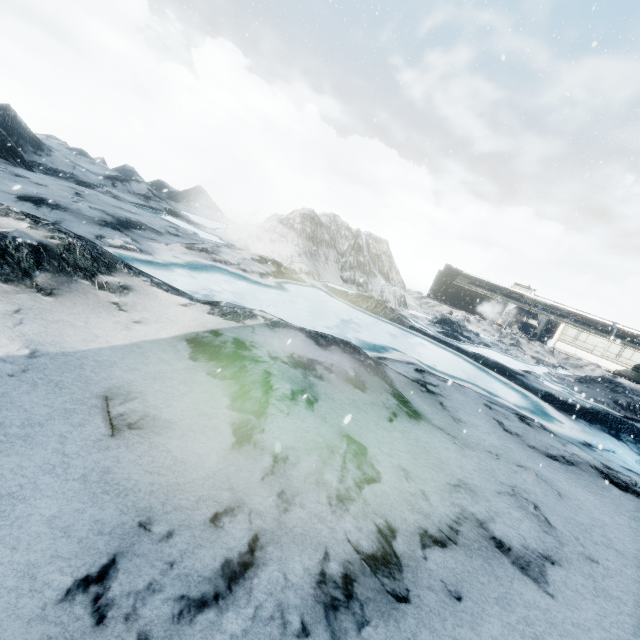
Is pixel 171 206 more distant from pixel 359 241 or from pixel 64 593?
pixel 64 593
